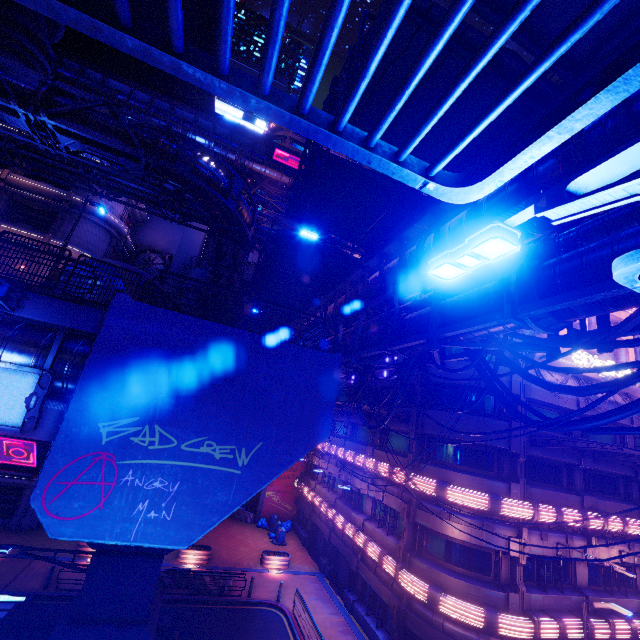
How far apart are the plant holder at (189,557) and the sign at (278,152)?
44.5 meters

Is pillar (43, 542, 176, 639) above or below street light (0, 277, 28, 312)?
below

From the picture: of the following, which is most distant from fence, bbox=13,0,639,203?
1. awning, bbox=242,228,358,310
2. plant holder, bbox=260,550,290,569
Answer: plant holder, bbox=260,550,290,569

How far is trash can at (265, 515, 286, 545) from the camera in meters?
29.1

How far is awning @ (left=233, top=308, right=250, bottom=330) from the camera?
28.2m

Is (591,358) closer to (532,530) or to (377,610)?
(532,530)

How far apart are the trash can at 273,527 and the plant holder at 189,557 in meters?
8.0 m

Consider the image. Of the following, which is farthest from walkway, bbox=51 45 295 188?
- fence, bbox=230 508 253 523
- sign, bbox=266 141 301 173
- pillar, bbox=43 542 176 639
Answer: pillar, bbox=43 542 176 639
